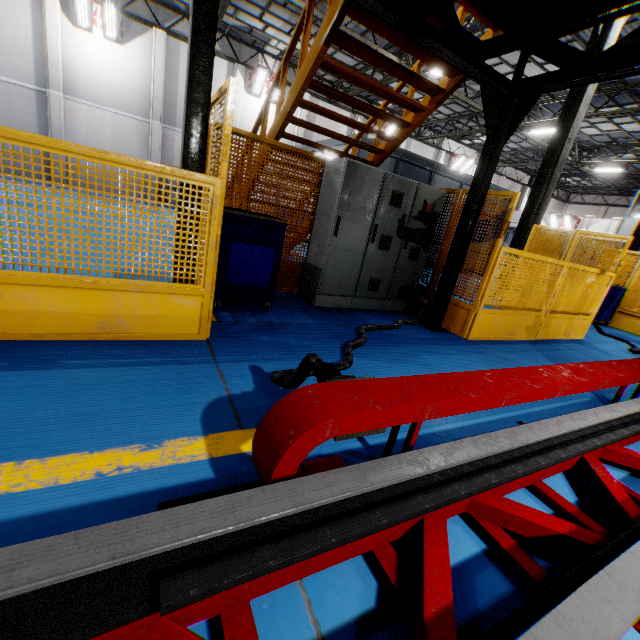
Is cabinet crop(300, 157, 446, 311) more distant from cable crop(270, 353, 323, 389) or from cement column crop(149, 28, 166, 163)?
cement column crop(149, 28, 166, 163)

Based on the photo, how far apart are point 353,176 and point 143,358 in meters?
3.6 m

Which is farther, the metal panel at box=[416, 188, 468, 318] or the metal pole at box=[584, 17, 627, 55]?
Result: the metal pole at box=[584, 17, 627, 55]

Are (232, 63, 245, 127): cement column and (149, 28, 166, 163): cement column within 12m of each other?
yes

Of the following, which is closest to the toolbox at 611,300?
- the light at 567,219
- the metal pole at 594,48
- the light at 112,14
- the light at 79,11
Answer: the metal pole at 594,48

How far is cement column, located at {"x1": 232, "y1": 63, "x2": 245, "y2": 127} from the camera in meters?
17.3 m

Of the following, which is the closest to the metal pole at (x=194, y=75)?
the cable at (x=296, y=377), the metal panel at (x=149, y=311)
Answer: the metal panel at (x=149, y=311)

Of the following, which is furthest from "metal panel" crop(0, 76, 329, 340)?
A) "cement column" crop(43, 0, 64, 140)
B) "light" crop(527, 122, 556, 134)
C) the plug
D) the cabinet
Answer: "cement column" crop(43, 0, 64, 140)
